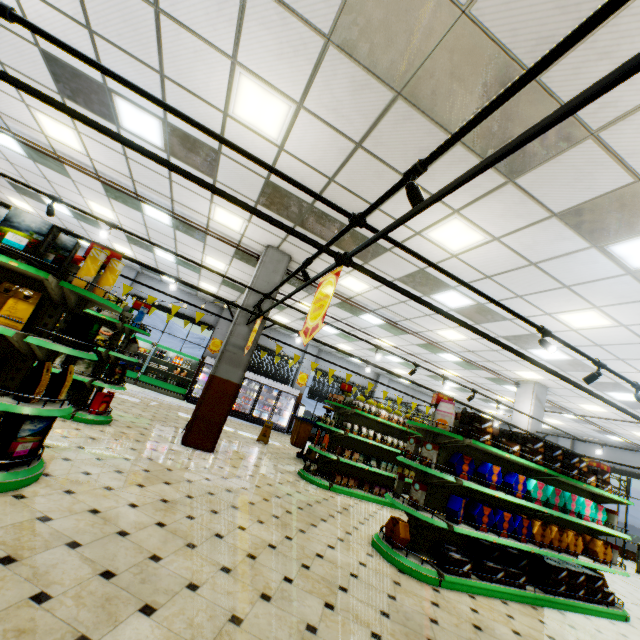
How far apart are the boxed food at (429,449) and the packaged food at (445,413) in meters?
0.3 m

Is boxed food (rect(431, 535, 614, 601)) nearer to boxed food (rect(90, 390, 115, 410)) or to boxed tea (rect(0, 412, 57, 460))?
boxed tea (rect(0, 412, 57, 460))

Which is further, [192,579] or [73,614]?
[192,579]

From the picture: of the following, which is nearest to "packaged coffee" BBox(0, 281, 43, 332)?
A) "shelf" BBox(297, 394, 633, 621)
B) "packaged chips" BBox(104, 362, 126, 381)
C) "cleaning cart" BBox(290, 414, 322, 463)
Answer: "packaged chips" BBox(104, 362, 126, 381)

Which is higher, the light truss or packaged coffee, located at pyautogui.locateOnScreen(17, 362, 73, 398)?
the light truss

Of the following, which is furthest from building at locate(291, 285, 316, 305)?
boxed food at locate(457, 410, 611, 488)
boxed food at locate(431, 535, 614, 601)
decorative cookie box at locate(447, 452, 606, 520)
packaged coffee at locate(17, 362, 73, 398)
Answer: boxed food at locate(457, 410, 611, 488)

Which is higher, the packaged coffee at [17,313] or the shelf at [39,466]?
the packaged coffee at [17,313]

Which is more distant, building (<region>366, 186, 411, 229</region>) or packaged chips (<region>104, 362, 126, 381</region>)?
packaged chips (<region>104, 362, 126, 381</region>)
